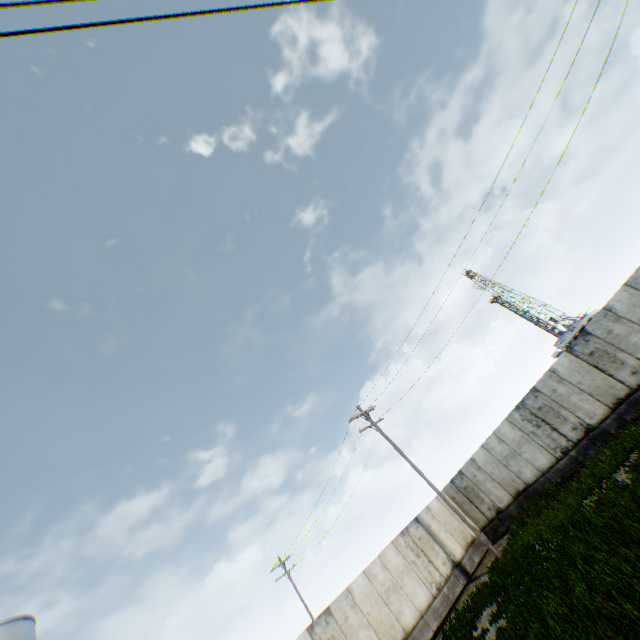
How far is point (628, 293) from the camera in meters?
13.6 m
